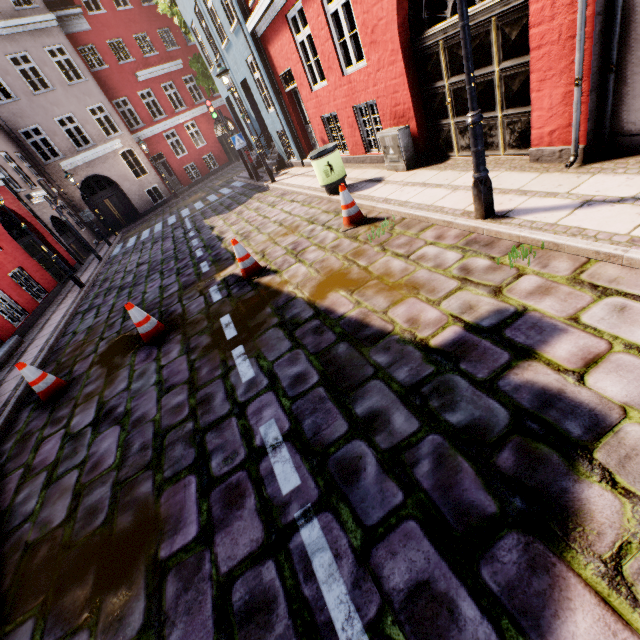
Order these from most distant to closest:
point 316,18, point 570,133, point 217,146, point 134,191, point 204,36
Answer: point 217,146 → point 134,191 → point 204,36 → point 316,18 → point 570,133

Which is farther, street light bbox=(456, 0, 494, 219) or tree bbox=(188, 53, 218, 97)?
tree bbox=(188, 53, 218, 97)

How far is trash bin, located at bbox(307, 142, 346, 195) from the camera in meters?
7.2 m

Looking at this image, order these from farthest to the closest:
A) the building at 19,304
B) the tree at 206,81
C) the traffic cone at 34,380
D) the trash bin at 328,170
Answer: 1. the tree at 206,81
2. the building at 19,304
3. the trash bin at 328,170
4. the traffic cone at 34,380

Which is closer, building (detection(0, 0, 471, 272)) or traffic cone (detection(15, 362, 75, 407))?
traffic cone (detection(15, 362, 75, 407))

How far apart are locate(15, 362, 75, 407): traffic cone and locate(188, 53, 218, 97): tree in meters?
19.6 m

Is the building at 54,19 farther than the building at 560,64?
Yes

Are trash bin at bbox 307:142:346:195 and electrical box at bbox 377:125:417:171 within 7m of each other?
yes
